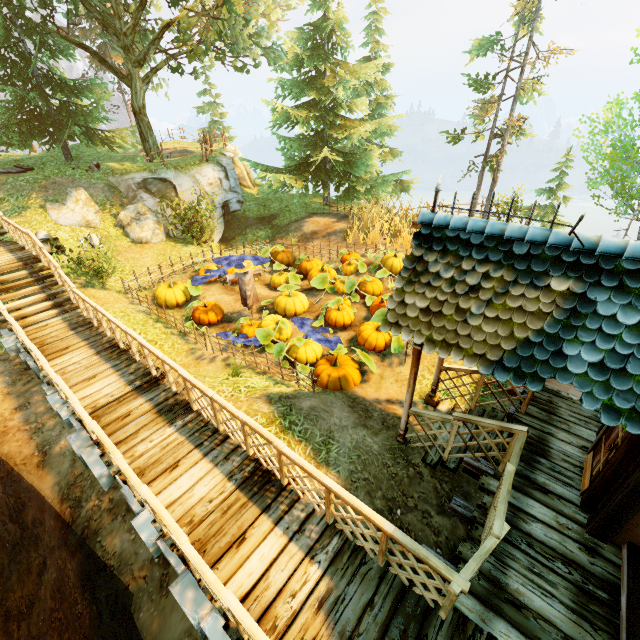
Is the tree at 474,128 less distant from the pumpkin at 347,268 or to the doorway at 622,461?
the pumpkin at 347,268

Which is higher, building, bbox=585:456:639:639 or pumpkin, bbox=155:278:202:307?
building, bbox=585:456:639:639

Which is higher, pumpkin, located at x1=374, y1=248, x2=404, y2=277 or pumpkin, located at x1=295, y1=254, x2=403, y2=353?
pumpkin, located at x1=374, y1=248, x2=404, y2=277

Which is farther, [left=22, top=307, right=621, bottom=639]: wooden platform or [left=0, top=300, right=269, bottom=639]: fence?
[left=22, top=307, right=621, bottom=639]: wooden platform

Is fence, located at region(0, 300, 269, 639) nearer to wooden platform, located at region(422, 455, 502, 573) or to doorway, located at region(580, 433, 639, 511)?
wooden platform, located at region(422, 455, 502, 573)

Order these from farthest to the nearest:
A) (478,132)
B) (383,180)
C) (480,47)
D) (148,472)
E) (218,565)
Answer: (383,180) → (478,132) → (480,47) → (148,472) → (218,565)

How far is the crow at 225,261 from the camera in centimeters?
963cm

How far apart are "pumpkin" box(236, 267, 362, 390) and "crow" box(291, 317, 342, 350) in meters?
0.0 m
